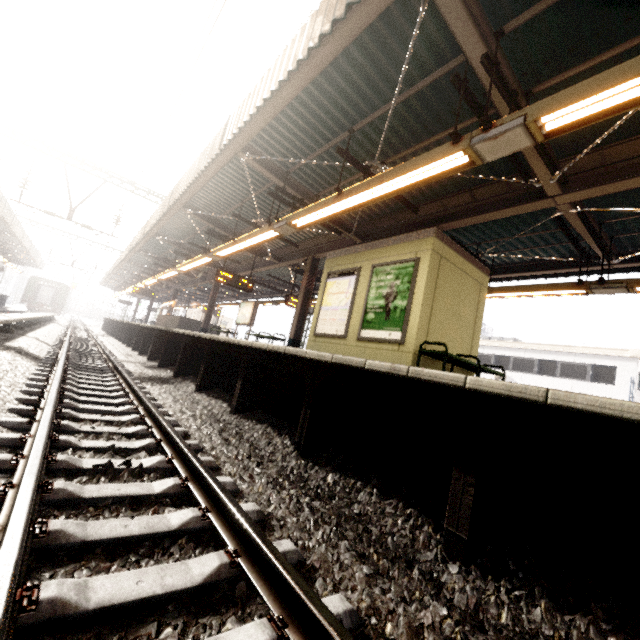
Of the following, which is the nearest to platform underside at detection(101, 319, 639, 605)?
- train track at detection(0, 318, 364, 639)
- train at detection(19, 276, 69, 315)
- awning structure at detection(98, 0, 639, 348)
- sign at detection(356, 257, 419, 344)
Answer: train track at detection(0, 318, 364, 639)

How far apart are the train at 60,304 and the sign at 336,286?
46.32m

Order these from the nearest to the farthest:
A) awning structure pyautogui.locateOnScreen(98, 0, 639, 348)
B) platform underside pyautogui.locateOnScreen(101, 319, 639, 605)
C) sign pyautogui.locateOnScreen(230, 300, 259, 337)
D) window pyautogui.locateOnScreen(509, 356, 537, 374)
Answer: platform underside pyautogui.locateOnScreen(101, 319, 639, 605)
awning structure pyautogui.locateOnScreen(98, 0, 639, 348)
sign pyautogui.locateOnScreen(230, 300, 259, 337)
window pyautogui.locateOnScreen(509, 356, 537, 374)

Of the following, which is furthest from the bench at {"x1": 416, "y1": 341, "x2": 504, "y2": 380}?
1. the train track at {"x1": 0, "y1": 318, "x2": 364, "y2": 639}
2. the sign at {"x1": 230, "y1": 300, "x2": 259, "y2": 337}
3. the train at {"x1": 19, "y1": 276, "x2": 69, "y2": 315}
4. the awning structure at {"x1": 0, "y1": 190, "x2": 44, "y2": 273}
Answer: the train at {"x1": 19, "y1": 276, "x2": 69, "y2": 315}

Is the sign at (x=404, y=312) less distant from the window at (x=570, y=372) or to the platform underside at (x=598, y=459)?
the platform underside at (x=598, y=459)

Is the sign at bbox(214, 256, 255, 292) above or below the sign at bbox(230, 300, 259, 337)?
above

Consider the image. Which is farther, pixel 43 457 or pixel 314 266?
pixel 314 266

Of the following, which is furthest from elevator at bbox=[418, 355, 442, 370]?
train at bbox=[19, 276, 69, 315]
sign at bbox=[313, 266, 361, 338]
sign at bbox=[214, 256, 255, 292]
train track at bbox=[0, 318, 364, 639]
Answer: train at bbox=[19, 276, 69, 315]
